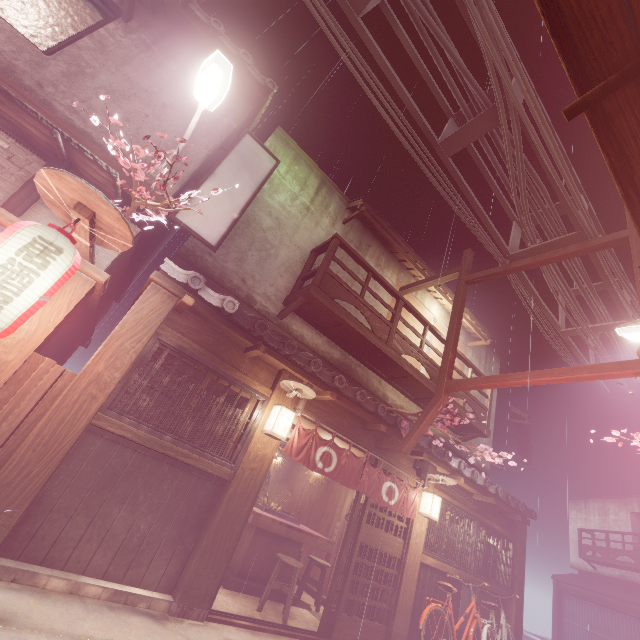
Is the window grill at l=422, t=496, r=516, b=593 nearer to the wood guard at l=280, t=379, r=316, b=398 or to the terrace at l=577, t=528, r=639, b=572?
the wood guard at l=280, t=379, r=316, b=398

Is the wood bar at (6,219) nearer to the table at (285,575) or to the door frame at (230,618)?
the door frame at (230,618)

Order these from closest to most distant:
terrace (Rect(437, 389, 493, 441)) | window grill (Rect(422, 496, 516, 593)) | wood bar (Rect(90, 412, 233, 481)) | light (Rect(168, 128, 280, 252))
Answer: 1. wood bar (Rect(90, 412, 233, 481))
2. light (Rect(168, 128, 280, 252))
3. window grill (Rect(422, 496, 516, 593))
4. terrace (Rect(437, 389, 493, 441))

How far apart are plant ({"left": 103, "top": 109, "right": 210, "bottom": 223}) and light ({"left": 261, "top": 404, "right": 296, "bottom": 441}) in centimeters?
504cm

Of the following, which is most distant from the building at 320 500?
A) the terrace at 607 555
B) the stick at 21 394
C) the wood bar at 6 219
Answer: the terrace at 607 555

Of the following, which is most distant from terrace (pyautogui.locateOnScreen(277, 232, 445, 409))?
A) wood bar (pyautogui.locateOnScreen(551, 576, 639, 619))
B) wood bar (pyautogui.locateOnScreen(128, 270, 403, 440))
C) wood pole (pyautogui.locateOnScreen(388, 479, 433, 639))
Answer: wood bar (pyautogui.locateOnScreen(551, 576, 639, 619))

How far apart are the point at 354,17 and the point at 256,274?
7.90m

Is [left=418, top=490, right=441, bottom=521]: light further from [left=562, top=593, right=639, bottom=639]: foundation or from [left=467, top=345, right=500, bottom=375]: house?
[left=467, top=345, right=500, bottom=375]: house
